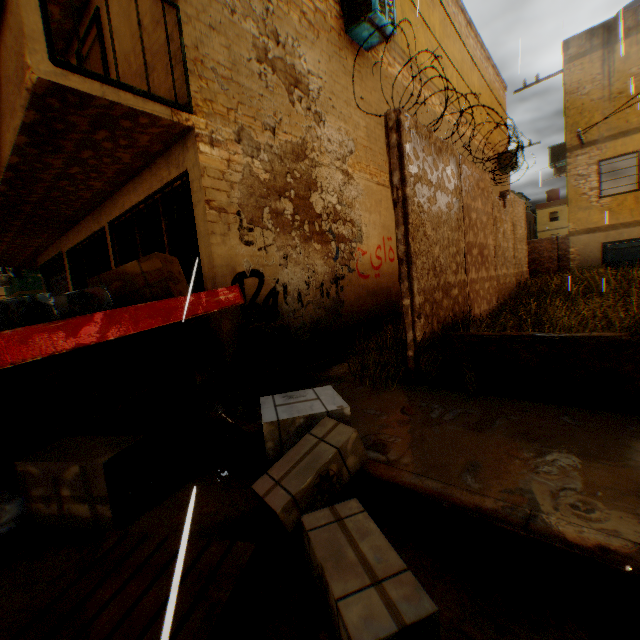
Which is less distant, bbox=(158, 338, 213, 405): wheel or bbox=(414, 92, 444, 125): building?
bbox=(158, 338, 213, 405): wheel

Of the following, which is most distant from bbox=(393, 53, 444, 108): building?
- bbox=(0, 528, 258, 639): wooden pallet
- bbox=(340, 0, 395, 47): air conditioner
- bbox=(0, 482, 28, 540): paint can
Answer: bbox=(0, 482, 28, 540): paint can

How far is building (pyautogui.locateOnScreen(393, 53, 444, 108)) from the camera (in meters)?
7.88

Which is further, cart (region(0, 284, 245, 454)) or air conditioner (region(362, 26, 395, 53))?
air conditioner (region(362, 26, 395, 53))

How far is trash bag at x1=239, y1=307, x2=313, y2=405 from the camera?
3.91m

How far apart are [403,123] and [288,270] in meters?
2.5 m

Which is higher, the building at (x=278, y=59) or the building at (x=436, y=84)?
the building at (x=436, y=84)

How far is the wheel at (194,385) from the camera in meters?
3.9 m
